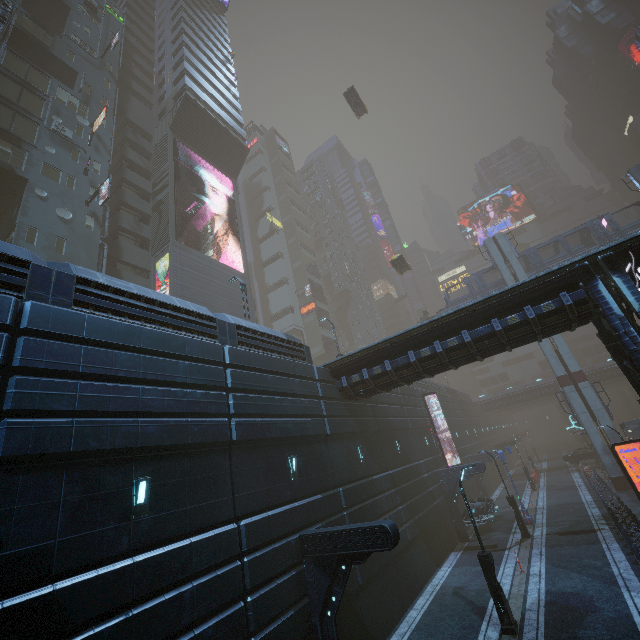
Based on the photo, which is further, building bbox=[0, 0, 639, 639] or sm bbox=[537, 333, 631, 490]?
sm bbox=[537, 333, 631, 490]

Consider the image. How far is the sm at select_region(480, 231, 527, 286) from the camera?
35.38m

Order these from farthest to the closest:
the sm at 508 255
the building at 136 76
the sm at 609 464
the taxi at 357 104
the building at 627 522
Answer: the taxi at 357 104 → the sm at 508 255 → the sm at 609 464 → the building at 627 522 → the building at 136 76

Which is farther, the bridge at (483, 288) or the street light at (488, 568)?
the bridge at (483, 288)

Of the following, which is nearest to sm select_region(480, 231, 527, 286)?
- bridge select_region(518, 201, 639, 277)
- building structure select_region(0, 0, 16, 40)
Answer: bridge select_region(518, 201, 639, 277)

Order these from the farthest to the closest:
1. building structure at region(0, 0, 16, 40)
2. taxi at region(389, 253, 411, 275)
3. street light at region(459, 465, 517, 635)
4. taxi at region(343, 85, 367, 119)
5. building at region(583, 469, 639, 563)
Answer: taxi at region(343, 85, 367, 119)
taxi at region(389, 253, 411, 275)
building structure at region(0, 0, 16, 40)
building at region(583, 469, 639, 563)
street light at region(459, 465, 517, 635)

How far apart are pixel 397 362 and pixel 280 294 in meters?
44.3

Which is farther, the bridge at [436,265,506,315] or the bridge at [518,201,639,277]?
the bridge at [436,265,506,315]
